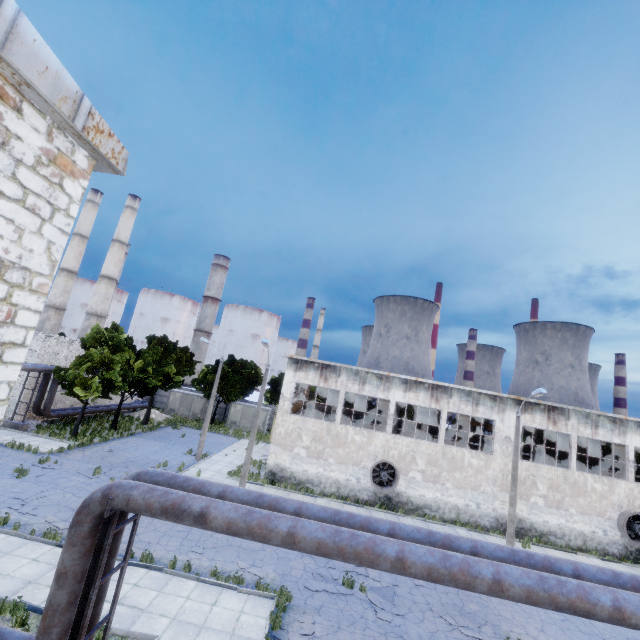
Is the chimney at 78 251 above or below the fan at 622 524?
above

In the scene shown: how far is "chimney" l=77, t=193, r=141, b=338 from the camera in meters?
49.4 m

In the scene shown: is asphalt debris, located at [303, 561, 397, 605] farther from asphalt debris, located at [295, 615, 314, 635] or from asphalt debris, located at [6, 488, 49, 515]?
asphalt debris, located at [6, 488, 49, 515]

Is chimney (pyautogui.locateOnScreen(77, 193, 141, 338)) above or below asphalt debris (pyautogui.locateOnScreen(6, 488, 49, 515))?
above

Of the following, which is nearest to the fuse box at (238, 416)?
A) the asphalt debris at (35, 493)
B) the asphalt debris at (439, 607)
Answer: the asphalt debris at (35, 493)

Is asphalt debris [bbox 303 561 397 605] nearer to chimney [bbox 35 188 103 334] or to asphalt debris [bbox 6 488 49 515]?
asphalt debris [bbox 6 488 49 515]

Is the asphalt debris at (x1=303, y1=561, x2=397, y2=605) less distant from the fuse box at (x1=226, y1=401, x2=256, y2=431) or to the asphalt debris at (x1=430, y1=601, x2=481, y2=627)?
the asphalt debris at (x1=430, y1=601, x2=481, y2=627)

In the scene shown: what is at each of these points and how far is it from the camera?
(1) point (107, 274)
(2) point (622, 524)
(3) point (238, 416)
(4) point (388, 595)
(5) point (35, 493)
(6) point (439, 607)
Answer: (1) chimney, 50.8 meters
(2) fan, 22.8 meters
(3) fuse box, 44.6 meters
(4) asphalt debris, 13.6 meters
(5) asphalt debris, 16.6 meters
(6) asphalt debris, 13.5 meters
